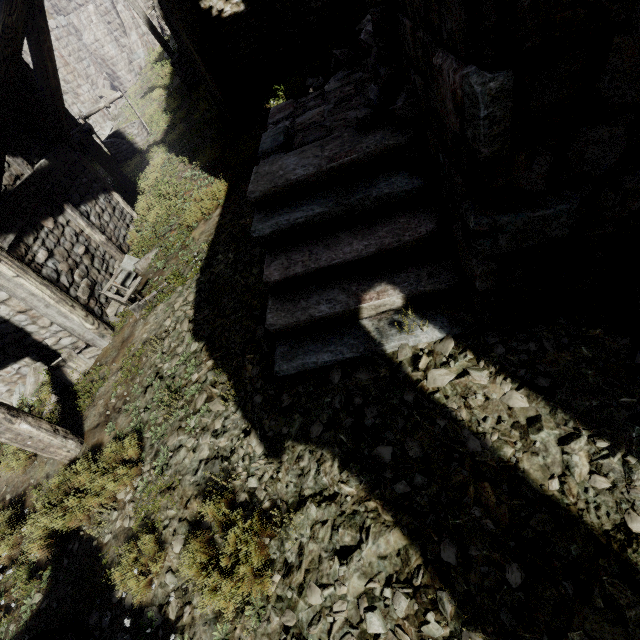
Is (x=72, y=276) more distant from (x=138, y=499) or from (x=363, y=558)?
(x=363, y=558)

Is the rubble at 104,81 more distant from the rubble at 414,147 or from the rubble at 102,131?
the rubble at 414,147

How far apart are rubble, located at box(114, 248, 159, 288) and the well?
9.0 meters

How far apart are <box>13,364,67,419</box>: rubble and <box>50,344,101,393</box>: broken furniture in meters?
0.1

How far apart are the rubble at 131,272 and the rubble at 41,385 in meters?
1.0

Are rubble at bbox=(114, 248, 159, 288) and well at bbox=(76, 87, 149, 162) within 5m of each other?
no

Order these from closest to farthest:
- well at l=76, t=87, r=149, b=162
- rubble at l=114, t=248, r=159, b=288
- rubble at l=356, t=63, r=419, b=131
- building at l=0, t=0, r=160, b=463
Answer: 1. rubble at l=356, t=63, r=419, b=131
2. building at l=0, t=0, r=160, b=463
3. rubble at l=114, t=248, r=159, b=288
4. well at l=76, t=87, r=149, b=162

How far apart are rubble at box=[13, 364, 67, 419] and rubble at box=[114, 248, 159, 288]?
1.0m
